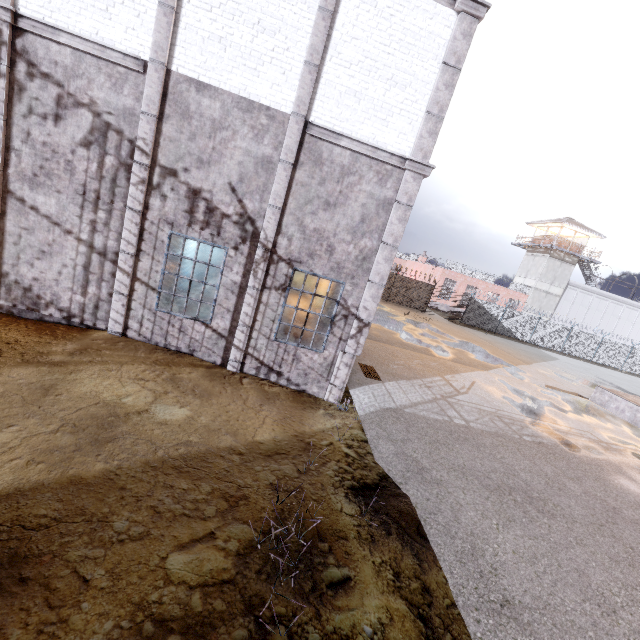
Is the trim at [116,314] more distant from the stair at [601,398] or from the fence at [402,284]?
the stair at [601,398]

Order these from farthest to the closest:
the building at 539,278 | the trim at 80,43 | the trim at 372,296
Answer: the building at 539,278
the trim at 372,296
the trim at 80,43

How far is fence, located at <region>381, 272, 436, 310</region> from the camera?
30.5m

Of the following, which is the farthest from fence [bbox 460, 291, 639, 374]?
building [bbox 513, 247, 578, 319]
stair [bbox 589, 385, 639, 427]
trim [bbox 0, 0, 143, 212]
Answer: stair [bbox 589, 385, 639, 427]

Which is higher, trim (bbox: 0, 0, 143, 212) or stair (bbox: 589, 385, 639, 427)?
trim (bbox: 0, 0, 143, 212)

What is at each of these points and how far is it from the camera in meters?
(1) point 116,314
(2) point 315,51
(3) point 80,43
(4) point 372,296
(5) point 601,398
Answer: (1) trim, 7.8 m
(2) trim, 6.7 m
(3) trim, 6.4 m
(4) trim, 8.3 m
(5) stair, 16.2 m

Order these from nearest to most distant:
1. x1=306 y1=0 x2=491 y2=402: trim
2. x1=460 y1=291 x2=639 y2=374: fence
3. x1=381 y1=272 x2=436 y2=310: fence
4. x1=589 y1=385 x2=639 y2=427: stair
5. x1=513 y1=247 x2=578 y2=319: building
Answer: x1=306 y1=0 x2=491 y2=402: trim
x1=589 y1=385 x2=639 y2=427: stair
x1=381 y1=272 x2=436 y2=310: fence
x1=460 y1=291 x2=639 y2=374: fence
x1=513 y1=247 x2=578 y2=319: building
